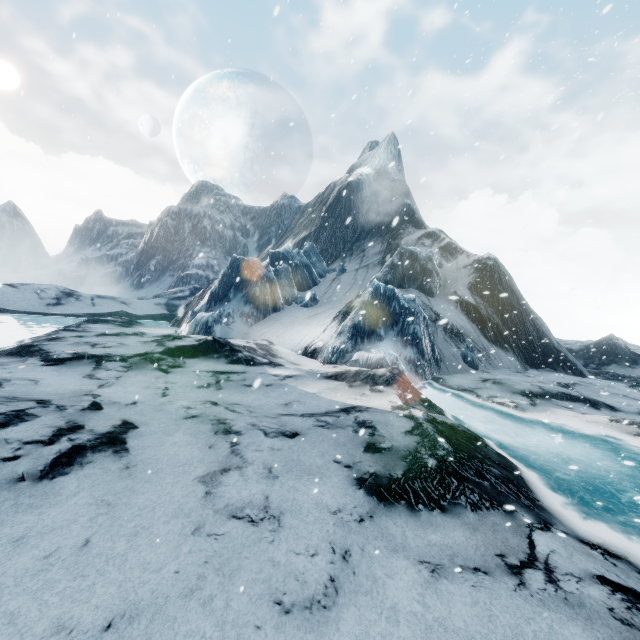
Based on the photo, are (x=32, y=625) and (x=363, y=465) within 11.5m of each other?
yes
